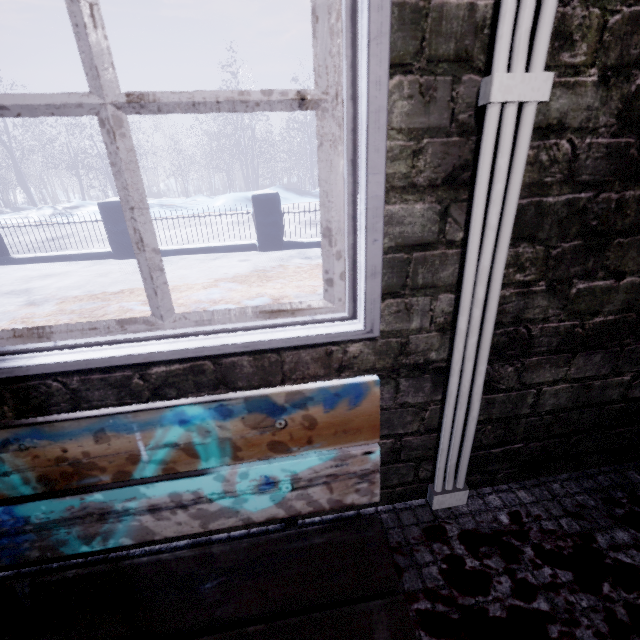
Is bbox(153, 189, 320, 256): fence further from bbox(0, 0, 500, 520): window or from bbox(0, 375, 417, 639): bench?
bbox(0, 375, 417, 639): bench

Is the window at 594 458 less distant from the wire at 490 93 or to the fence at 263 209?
the wire at 490 93

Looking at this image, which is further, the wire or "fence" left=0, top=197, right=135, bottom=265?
"fence" left=0, top=197, right=135, bottom=265

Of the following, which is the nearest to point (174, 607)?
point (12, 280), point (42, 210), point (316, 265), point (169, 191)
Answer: point (316, 265)

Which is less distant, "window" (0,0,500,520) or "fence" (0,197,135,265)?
"window" (0,0,500,520)

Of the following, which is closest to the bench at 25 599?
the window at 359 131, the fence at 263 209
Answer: the window at 359 131

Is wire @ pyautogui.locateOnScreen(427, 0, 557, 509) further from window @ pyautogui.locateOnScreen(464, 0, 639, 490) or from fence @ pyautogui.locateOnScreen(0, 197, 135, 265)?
fence @ pyautogui.locateOnScreen(0, 197, 135, 265)
